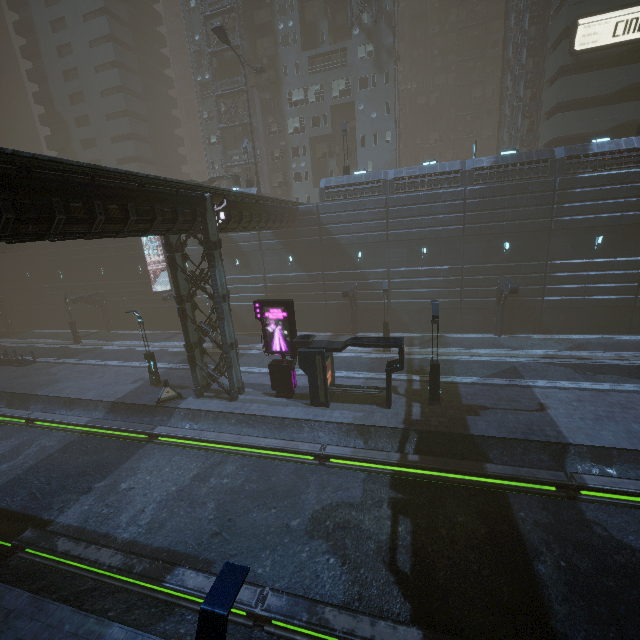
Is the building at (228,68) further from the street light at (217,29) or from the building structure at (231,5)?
the street light at (217,29)

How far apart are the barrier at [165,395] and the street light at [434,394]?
15.07m

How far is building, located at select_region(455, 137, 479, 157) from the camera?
56.2m

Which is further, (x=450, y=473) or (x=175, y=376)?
(x=175, y=376)

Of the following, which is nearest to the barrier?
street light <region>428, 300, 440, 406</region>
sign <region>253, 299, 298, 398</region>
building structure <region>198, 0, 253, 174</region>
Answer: sign <region>253, 299, 298, 398</region>

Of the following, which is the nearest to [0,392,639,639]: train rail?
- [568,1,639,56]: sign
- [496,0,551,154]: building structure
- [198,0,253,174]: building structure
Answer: [568,1,639,56]: sign

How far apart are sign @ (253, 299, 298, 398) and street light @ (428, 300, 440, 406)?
7.35m

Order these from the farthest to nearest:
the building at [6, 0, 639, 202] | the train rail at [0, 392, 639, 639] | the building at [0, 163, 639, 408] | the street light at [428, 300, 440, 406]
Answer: the building at [6, 0, 639, 202]
the street light at [428, 300, 440, 406]
the building at [0, 163, 639, 408]
the train rail at [0, 392, 639, 639]
